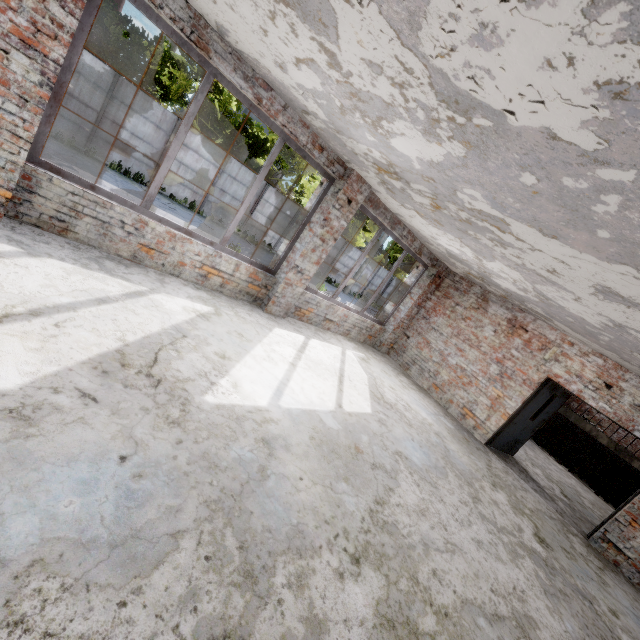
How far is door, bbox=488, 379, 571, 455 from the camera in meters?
7.8

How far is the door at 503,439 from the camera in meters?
7.8

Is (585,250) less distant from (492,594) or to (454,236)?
(454,236)
